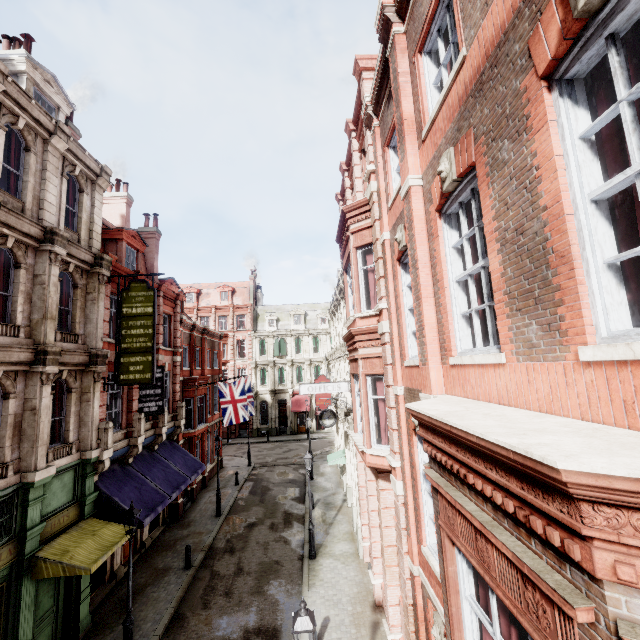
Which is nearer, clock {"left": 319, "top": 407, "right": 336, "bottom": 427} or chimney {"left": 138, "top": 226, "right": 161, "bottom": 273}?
clock {"left": 319, "top": 407, "right": 336, "bottom": 427}

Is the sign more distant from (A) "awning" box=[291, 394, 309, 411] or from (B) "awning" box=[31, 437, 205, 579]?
(A) "awning" box=[291, 394, 309, 411]

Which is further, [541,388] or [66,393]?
[66,393]

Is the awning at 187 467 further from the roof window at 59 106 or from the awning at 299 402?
the awning at 299 402

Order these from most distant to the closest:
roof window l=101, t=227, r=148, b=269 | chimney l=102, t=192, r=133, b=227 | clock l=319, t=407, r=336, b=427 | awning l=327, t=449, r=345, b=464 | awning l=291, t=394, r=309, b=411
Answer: awning l=291, t=394, r=309, b=411 → chimney l=102, t=192, r=133, b=227 → awning l=327, t=449, r=345, b=464 → clock l=319, t=407, r=336, b=427 → roof window l=101, t=227, r=148, b=269

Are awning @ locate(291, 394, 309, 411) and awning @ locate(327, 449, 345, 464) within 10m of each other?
no

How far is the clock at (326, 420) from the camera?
18.1 meters

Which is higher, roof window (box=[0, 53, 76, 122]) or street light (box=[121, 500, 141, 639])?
roof window (box=[0, 53, 76, 122])
